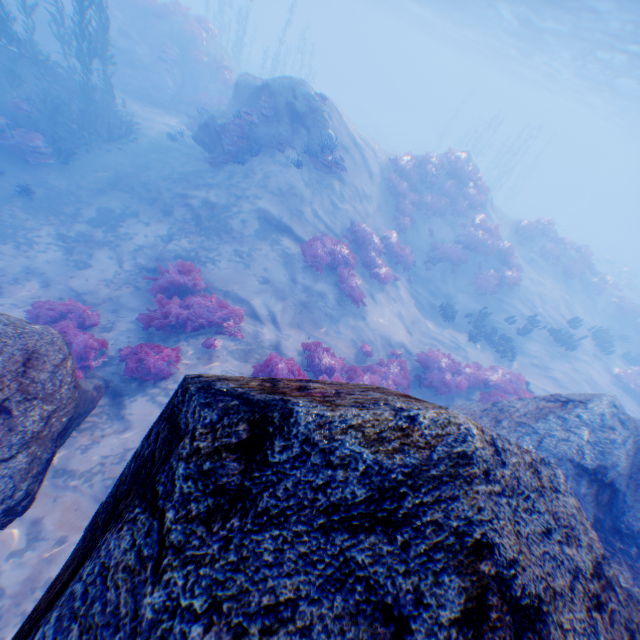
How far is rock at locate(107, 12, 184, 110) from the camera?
18.52m

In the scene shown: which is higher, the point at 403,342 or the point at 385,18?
the point at 385,18

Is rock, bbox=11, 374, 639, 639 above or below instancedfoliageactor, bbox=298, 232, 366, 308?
above

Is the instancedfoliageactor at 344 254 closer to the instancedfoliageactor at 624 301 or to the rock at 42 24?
the rock at 42 24

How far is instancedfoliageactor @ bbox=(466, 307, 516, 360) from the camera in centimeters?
1464cm

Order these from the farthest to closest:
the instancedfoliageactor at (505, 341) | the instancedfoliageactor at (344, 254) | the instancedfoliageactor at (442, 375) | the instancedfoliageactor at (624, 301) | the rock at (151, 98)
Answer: the instancedfoliageactor at (624, 301) → the rock at (151, 98) → the instancedfoliageactor at (505, 341) → the instancedfoliageactor at (344, 254) → the instancedfoliageactor at (442, 375)

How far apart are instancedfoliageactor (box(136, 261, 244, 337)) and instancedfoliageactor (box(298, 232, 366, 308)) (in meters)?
3.03

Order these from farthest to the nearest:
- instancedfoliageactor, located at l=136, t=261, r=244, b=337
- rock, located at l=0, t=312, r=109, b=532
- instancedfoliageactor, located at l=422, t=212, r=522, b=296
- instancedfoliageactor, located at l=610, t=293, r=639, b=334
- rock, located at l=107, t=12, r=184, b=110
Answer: instancedfoliageactor, located at l=610, t=293, r=639, b=334 < rock, located at l=107, t=12, r=184, b=110 < instancedfoliageactor, located at l=422, t=212, r=522, b=296 < instancedfoliageactor, located at l=136, t=261, r=244, b=337 < rock, located at l=0, t=312, r=109, b=532
